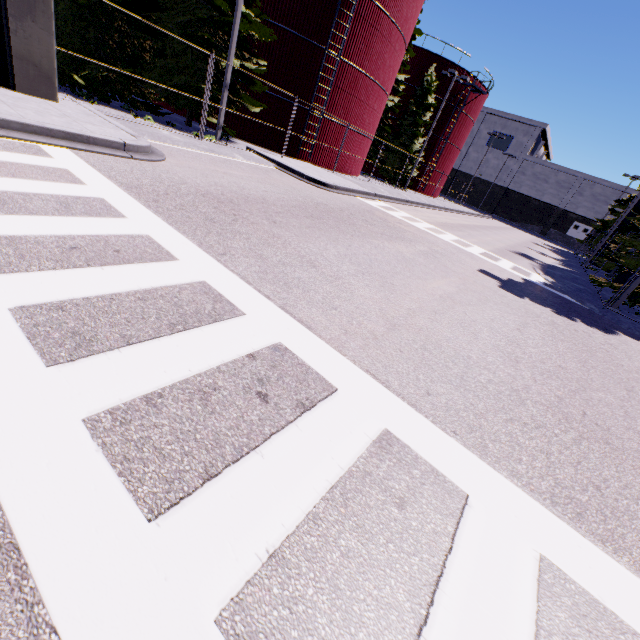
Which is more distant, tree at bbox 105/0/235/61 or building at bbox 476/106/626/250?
building at bbox 476/106/626/250

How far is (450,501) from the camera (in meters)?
2.51

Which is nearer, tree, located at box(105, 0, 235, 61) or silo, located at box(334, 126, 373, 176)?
tree, located at box(105, 0, 235, 61)

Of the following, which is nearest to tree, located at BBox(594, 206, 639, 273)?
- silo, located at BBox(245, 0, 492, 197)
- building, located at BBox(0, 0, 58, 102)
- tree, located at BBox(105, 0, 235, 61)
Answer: silo, located at BBox(245, 0, 492, 197)

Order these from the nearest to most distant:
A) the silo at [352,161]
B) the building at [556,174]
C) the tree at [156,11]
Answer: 1. the tree at [156,11]
2. the silo at [352,161]
3. the building at [556,174]

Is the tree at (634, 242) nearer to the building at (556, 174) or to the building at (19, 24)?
the building at (19, 24)

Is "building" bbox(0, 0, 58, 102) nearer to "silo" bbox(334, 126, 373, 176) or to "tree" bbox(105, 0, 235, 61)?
"silo" bbox(334, 126, 373, 176)

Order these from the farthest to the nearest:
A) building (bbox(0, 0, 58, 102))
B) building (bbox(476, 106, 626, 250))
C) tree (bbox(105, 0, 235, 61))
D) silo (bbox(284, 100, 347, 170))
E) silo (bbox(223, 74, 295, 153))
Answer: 1. building (bbox(476, 106, 626, 250))
2. silo (bbox(284, 100, 347, 170))
3. silo (bbox(223, 74, 295, 153))
4. tree (bbox(105, 0, 235, 61))
5. building (bbox(0, 0, 58, 102))
